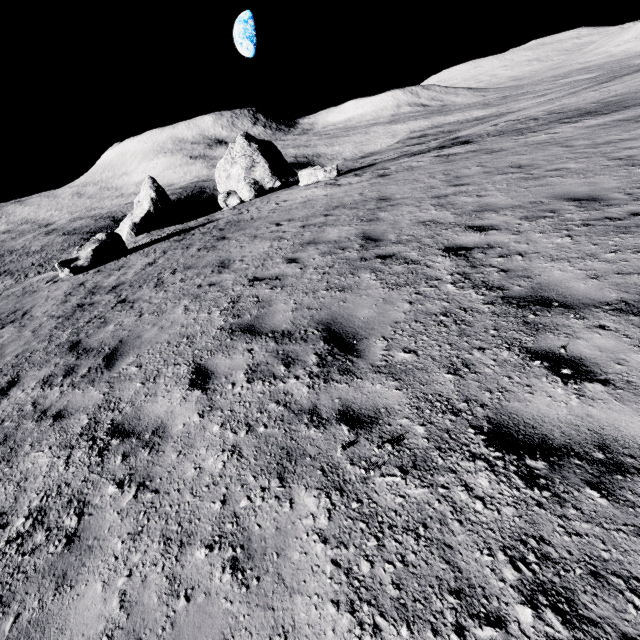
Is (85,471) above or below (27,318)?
above

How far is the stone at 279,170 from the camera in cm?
2338

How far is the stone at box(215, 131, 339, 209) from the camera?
23.4m
